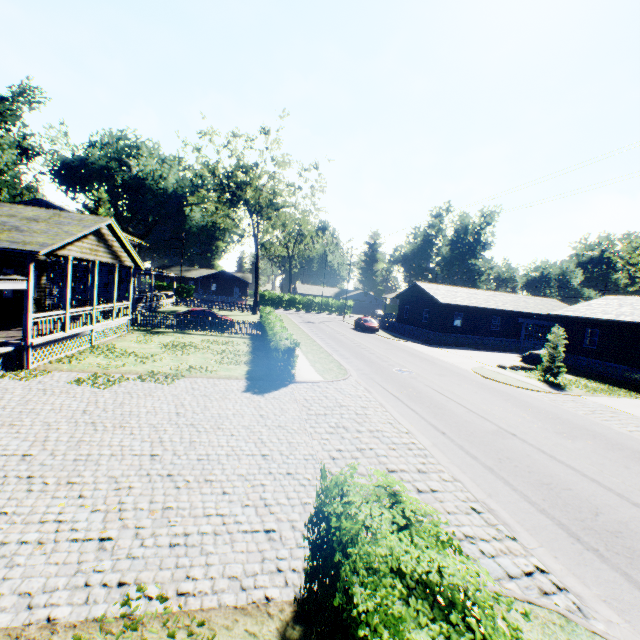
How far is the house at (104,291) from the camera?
32.6 meters

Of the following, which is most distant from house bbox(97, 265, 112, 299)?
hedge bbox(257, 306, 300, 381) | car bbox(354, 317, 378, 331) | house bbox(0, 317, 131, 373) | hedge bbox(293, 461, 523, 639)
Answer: hedge bbox(293, 461, 523, 639)

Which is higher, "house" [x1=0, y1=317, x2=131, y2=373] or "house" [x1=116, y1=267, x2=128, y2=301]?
"house" [x1=116, y1=267, x2=128, y2=301]

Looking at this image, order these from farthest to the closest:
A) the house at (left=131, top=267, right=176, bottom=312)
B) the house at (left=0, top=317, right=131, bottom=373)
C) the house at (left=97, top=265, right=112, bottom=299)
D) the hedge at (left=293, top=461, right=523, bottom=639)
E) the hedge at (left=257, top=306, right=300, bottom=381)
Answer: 1. the house at (left=97, top=265, right=112, bottom=299)
2. the house at (left=131, top=267, right=176, bottom=312)
3. the hedge at (left=257, top=306, right=300, bottom=381)
4. the house at (left=0, top=317, right=131, bottom=373)
5. the hedge at (left=293, top=461, right=523, bottom=639)

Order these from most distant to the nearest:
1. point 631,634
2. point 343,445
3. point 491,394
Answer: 1. point 491,394
2. point 343,445
3. point 631,634

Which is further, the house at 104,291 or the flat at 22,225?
the house at 104,291

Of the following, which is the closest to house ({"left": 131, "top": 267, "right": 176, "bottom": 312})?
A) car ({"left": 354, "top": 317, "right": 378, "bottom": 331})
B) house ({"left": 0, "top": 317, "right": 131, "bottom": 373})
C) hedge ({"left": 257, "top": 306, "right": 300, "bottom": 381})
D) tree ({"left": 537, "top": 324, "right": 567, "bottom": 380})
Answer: house ({"left": 0, "top": 317, "right": 131, "bottom": 373})

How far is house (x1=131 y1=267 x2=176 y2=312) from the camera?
29.4m
